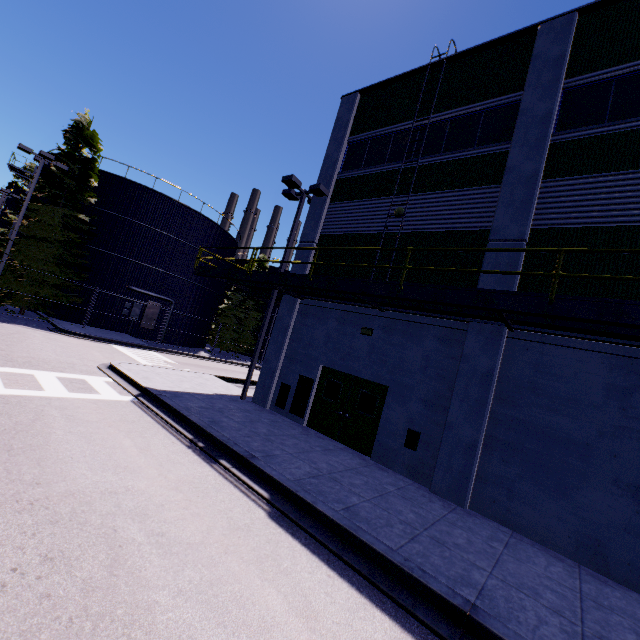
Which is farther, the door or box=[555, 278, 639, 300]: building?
the door

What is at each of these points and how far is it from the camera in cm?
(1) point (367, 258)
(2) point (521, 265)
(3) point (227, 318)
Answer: (1) building, 1238
(2) building, 898
(3) tree, 3466

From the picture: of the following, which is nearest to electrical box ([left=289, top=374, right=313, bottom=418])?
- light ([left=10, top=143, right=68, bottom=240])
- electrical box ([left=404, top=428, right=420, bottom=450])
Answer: electrical box ([left=404, top=428, right=420, bottom=450])

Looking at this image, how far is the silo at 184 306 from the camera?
25.28m

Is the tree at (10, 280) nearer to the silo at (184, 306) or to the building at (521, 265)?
the silo at (184, 306)

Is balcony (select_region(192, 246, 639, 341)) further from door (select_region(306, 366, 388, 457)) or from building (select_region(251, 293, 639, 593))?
door (select_region(306, 366, 388, 457))

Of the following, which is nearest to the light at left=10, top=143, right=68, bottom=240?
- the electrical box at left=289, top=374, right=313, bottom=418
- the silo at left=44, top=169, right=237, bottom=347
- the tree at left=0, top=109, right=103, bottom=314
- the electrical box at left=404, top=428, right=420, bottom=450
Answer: the tree at left=0, top=109, right=103, bottom=314

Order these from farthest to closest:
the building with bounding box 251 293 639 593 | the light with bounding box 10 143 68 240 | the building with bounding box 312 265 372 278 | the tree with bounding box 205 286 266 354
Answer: the tree with bounding box 205 286 266 354 < the light with bounding box 10 143 68 240 < the building with bounding box 312 265 372 278 < the building with bounding box 251 293 639 593
